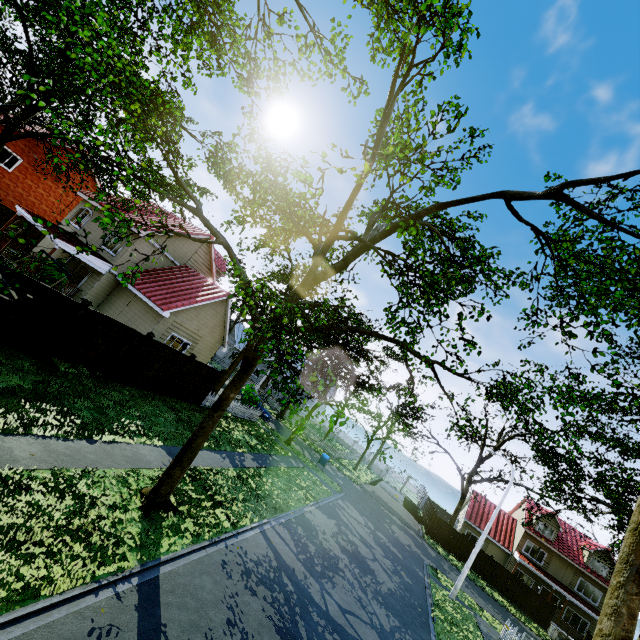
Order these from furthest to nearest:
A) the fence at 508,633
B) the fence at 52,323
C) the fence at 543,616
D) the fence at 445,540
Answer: the fence at 445,540
the fence at 543,616
the fence at 508,633
the fence at 52,323

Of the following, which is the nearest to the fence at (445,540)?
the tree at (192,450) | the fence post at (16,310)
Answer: the fence post at (16,310)

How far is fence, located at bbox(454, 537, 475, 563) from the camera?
31.3m

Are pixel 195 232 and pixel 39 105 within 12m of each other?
no

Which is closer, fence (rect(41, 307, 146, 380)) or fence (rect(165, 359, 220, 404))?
fence (rect(41, 307, 146, 380))
